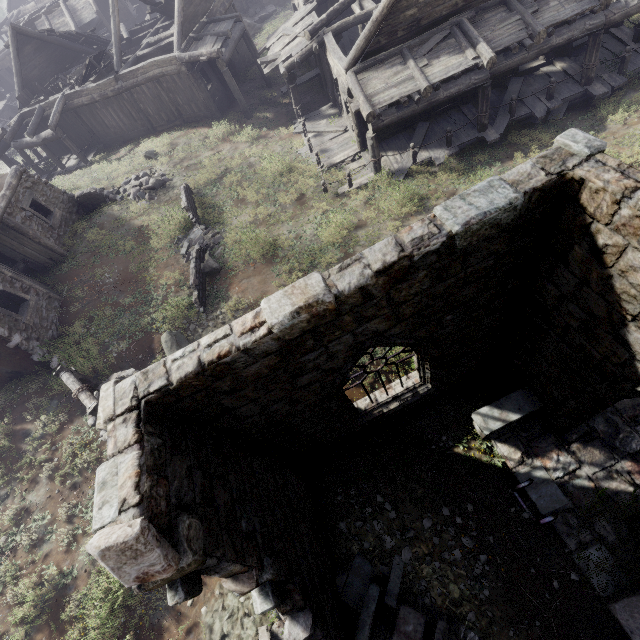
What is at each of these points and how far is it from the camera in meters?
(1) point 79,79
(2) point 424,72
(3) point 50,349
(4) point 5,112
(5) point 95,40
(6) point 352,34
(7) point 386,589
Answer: (1) broken furniture, 20.9
(2) building, 12.0
(3) shelter, 10.3
(4) building base, 34.5
(5) wooden plank rubble, 23.8
(6) wooden plank rubble, 22.1
(7) rubble, 5.9

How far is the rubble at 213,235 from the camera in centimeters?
1322cm

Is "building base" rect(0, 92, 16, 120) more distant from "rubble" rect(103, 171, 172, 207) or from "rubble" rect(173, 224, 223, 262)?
"rubble" rect(173, 224, 223, 262)

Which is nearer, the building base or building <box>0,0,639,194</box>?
building <box>0,0,639,194</box>

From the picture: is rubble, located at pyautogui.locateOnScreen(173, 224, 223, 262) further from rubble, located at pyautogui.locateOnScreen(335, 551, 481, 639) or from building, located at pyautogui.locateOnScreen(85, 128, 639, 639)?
rubble, located at pyautogui.locateOnScreen(335, 551, 481, 639)

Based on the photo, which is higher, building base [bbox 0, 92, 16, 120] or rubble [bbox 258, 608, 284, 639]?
building base [bbox 0, 92, 16, 120]

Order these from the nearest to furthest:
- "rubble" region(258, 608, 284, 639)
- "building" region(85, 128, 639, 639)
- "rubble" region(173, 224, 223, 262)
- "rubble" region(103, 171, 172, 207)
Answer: "building" region(85, 128, 639, 639) < "rubble" region(258, 608, 284, 639) < "rubble" region(173, 224, 223, 262) < "rubble" region(103, 171, 172, 207)

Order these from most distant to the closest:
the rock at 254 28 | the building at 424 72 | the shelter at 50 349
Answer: the rock at 254 28
the building at 424 72
the shelter at 50 349
